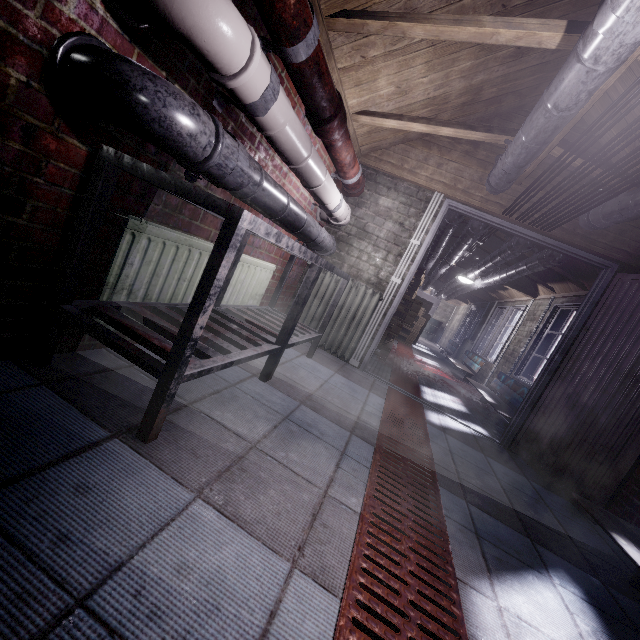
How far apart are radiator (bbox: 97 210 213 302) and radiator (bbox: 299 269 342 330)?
1.5 meters

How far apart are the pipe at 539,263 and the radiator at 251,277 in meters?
3.9 m

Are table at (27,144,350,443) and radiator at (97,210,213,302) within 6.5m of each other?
yes

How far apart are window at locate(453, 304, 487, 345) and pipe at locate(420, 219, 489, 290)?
1.57m

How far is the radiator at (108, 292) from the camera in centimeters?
138cm

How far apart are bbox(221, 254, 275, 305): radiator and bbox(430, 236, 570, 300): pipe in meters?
3.9

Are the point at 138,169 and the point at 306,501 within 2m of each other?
yes

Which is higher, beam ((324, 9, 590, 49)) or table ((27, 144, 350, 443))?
beam ((324, 9, 590, 49))
